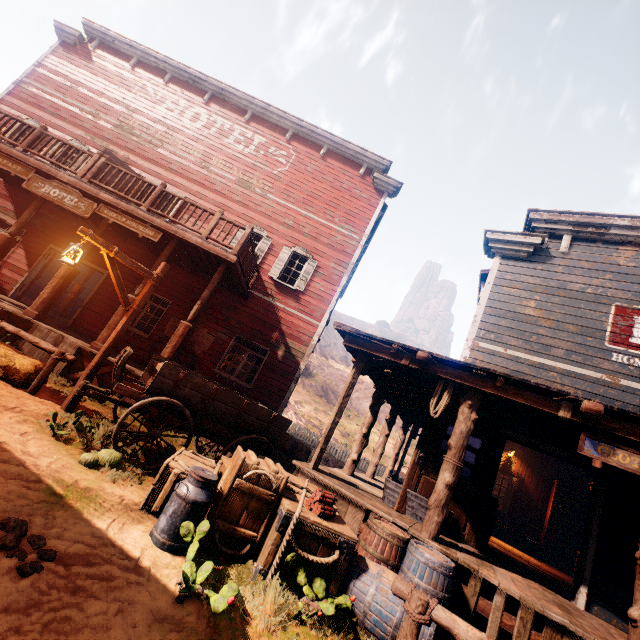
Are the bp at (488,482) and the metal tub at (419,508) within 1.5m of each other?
yes

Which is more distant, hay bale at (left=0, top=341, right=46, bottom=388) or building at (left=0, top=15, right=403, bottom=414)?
building at (left=0, top=15, right=403, bottom=414)

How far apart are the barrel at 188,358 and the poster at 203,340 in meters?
0.2

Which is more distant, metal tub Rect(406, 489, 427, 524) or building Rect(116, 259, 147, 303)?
building Rect(116, 259, 147, 303)

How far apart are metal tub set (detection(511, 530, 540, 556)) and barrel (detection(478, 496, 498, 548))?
5.5m

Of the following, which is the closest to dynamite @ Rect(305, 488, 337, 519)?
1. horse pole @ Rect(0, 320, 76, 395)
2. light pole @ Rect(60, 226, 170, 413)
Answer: light pole @ Rect(60, 226, 170, 413)

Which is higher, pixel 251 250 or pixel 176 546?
pixel 251 250

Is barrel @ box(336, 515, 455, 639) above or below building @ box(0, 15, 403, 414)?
below
